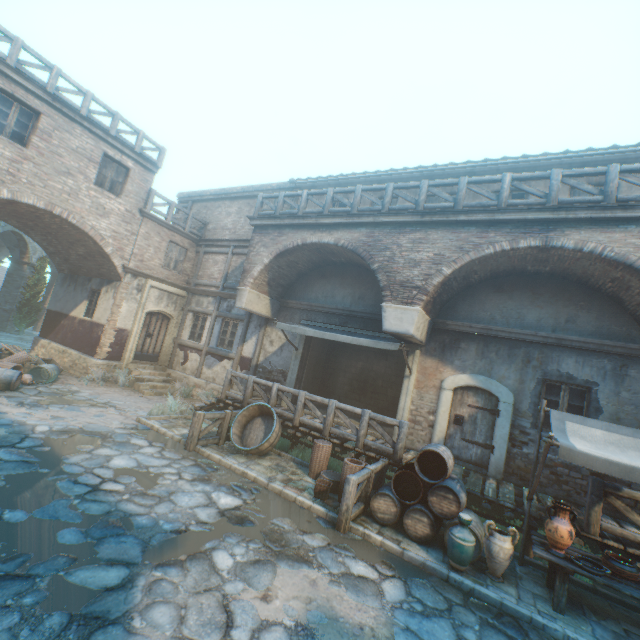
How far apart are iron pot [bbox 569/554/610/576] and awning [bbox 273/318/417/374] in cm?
492

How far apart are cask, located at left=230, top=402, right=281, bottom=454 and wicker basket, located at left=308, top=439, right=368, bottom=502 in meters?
1.1 m

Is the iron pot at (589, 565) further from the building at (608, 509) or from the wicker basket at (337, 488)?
the wicker basket at (337, 488)

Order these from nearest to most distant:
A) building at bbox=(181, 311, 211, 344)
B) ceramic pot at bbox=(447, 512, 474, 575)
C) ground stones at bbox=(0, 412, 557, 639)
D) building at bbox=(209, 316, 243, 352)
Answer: ground stones at bbox=(0, 412, 557, 639) < ceramic pot at bbox=(447, 512, 474, 575) < building at bbox=(209, 316, 243, 352) < building at bbox=(181, 311, 211, 344)

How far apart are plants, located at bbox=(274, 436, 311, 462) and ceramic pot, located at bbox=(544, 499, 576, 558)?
5.0m

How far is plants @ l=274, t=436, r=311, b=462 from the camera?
9.1m

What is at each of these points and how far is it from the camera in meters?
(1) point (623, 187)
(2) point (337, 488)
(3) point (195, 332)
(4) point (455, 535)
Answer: (1) building, 8.5
(2) wicker basket, 7.5
(3) building, 15.3
(4) ceramic pot, 5.4

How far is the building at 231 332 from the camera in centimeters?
1380cm
